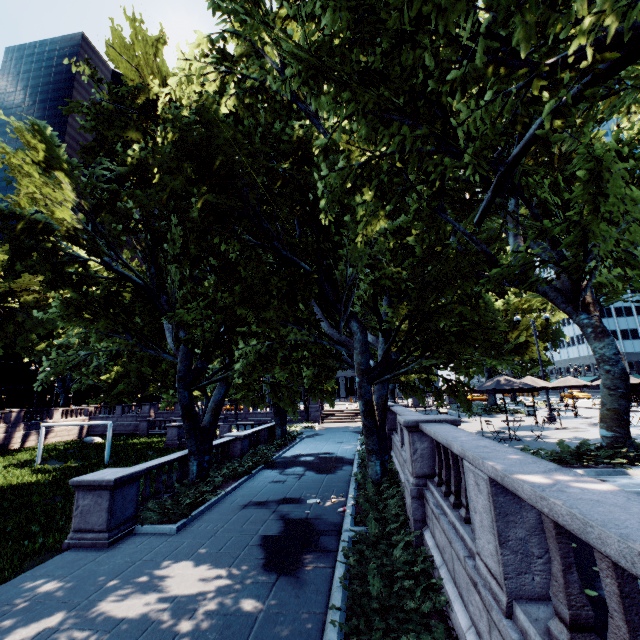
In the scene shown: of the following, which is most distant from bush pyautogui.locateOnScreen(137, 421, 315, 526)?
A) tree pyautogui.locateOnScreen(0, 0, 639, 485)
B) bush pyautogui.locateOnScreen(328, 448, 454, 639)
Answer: bush pyautogui.locateOnScreen(328, 448, 454, 639)

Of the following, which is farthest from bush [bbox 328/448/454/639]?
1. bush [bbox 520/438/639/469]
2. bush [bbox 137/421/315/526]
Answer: bush [bbox 137/421/315/526]

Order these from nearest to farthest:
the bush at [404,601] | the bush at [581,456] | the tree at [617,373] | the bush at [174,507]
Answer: the bush at [404,601]
the tree at [617,373]
the bush at [581,456]
the bush at [174,507]

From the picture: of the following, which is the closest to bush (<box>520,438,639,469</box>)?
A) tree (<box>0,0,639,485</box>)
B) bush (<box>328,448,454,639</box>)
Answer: tree (<box>0,0,639,485</box>)

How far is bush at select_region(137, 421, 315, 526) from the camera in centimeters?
1041cm

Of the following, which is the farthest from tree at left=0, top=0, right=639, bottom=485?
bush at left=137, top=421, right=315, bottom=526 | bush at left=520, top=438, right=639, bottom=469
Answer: bush at left=137, top=421, right=315, bottom=526

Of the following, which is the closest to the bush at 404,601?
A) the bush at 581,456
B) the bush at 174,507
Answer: the bush at 581,456

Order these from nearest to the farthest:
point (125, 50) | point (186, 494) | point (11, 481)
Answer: point (186, 494)
point (125, 50)
point (11, 481)
